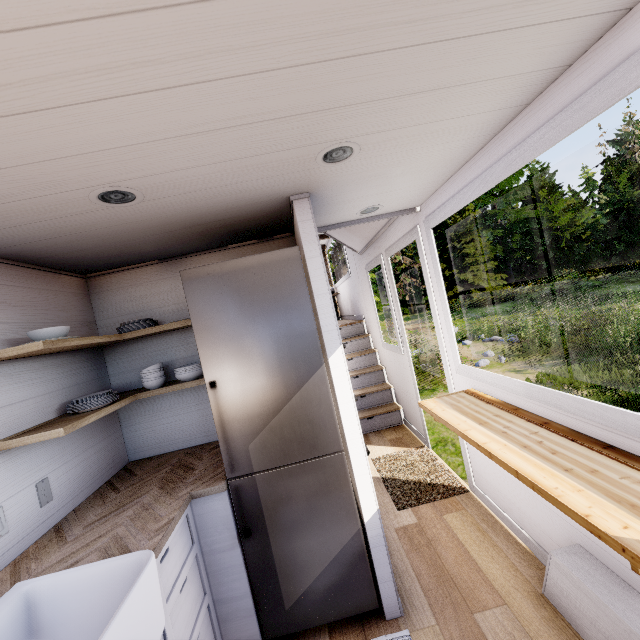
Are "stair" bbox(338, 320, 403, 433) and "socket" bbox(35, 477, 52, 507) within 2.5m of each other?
no

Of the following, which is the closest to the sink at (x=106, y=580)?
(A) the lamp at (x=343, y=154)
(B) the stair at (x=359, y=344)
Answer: (A) the lamp at (x=343, y=154)

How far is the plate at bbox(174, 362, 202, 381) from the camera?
2.3 meters

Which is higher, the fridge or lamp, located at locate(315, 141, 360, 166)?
lamp, located at locate(315, 141, 360, 166)

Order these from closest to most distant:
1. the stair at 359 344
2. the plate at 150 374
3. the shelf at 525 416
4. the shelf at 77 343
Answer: the shelf at 525 416
the shelf at 77 343
the plate at 150 374
the stair at 359 344

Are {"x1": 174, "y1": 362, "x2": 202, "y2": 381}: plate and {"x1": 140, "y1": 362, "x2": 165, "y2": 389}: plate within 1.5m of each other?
yes

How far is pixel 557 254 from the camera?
43.5 meters

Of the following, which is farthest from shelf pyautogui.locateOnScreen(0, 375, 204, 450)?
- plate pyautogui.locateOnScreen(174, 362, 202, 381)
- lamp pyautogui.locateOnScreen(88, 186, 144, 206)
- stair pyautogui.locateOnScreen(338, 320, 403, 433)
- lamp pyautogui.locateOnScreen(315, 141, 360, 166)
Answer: stair pyautogui.locateOnScreen(338, 320, 403, 433)
